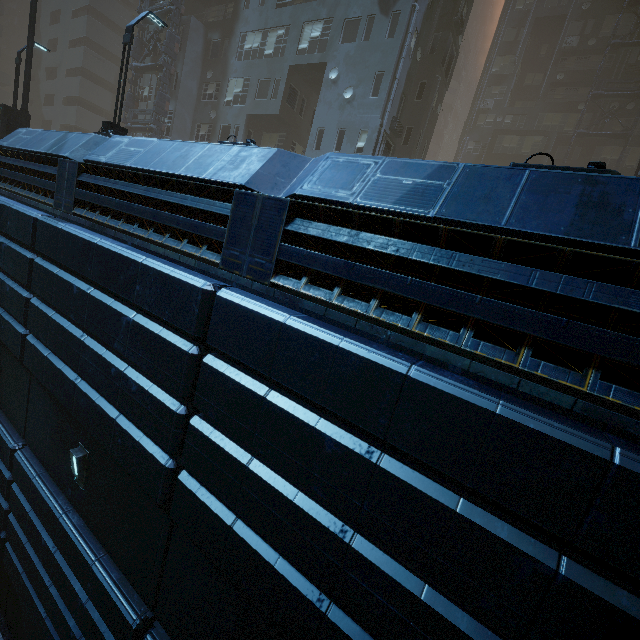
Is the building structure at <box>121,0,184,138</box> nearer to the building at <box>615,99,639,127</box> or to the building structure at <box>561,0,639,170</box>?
the building at <box>615,99,639,127</box>

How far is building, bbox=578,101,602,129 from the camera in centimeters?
3180cm

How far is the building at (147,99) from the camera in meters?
27.9

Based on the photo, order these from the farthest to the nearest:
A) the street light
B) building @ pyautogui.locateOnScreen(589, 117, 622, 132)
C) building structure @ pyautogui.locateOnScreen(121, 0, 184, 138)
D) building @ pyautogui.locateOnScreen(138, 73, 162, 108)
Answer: building @ pyautogui.locateOnScreen(589, 117, 622, 132) < building @ pyautogui.locateOnScreen(138, 73, 162, 108) < building structure @ pyautogui.locateOnScreen(121, 0, 184, 138) < the street light

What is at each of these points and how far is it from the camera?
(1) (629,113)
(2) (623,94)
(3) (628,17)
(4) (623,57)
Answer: (1) building, 30.8 meters
(2) building structure, 30.0 meters
(3) building, 30.7 meters
(4) building, 30.8 meters

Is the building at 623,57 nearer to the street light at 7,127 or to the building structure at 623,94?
the building structure at 623,94

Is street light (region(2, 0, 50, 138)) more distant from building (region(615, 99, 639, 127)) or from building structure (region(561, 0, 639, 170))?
building structure (region(561, 0, 639, 170))
